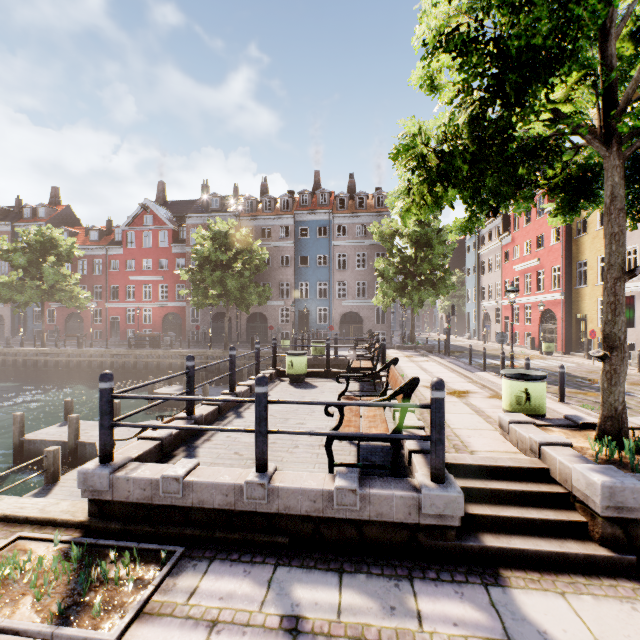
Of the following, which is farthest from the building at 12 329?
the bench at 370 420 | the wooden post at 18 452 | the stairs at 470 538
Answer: the stairs at 470 538

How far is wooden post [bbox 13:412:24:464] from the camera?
10.9m

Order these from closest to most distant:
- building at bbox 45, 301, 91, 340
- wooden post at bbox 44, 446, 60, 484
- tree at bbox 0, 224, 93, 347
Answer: wooden post at bbox 44, 446, 60, 484, tree at bbox 0, 224, 93, 347, building at bbox 45, 301, 91, 340

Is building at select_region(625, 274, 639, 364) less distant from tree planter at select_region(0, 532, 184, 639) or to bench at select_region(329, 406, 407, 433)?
bench at select_region(329, 406, 407, 433)

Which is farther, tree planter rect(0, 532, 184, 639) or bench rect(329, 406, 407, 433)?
bench rect(329, 406, 407, 433)

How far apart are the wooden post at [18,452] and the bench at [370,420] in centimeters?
1174cm

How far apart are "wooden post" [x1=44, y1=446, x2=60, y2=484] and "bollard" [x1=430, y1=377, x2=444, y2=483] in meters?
9.0 m

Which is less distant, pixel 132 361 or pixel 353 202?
pixel 132 361
